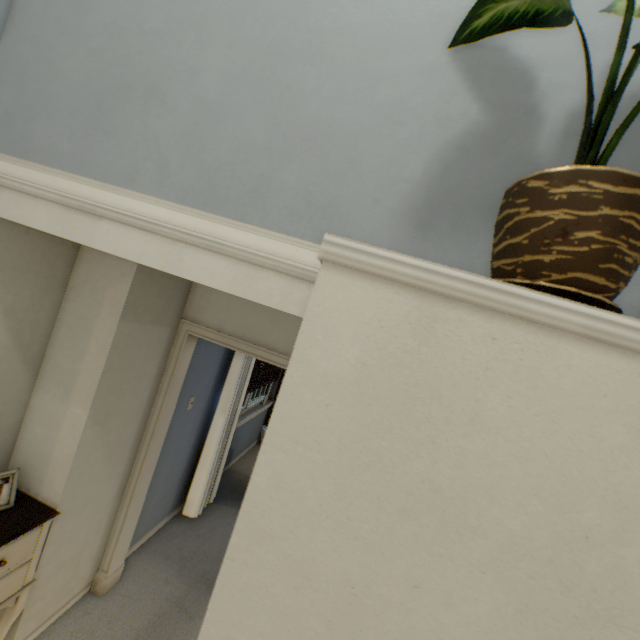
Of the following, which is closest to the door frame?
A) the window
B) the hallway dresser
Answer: the hallway dresser

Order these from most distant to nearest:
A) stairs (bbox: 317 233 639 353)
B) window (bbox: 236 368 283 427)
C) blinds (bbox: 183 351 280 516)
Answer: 1. window (bbox: 236 368 283 427)
2. blinds (bbox: 183 351 280 516)
3. stairs (bbox: 317 233 639 353)

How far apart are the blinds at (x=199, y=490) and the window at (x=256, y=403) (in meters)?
0.09

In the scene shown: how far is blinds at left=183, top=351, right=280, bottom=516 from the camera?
3.39m

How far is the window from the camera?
4.7 meters

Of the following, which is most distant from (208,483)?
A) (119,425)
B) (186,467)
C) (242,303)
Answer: (242,303)

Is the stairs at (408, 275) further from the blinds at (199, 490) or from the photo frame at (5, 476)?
the blinds at (199, 490)

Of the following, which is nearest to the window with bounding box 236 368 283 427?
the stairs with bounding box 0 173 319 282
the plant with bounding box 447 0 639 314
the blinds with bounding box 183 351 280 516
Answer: the blinds with bounding box 183 351 280 516
